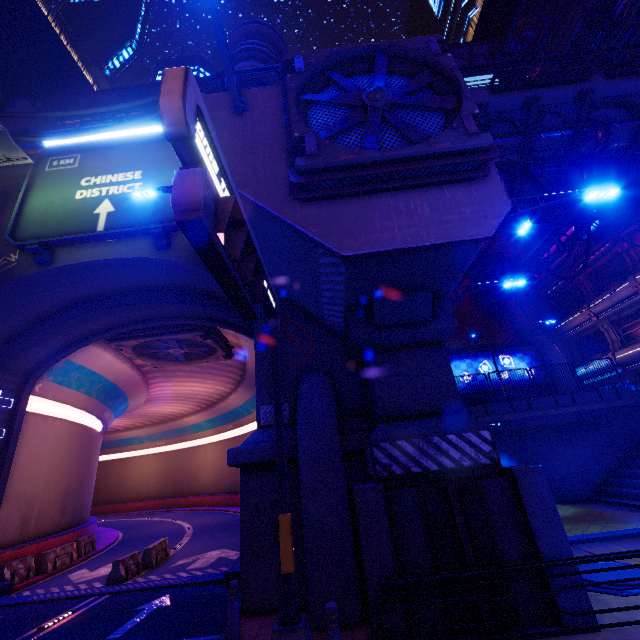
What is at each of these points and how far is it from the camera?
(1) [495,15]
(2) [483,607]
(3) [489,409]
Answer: (1) building, 57.9 meters
(2) pillar, 5.7 meters
(3) fence, 18.2 meters

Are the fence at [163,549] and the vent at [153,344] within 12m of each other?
yes

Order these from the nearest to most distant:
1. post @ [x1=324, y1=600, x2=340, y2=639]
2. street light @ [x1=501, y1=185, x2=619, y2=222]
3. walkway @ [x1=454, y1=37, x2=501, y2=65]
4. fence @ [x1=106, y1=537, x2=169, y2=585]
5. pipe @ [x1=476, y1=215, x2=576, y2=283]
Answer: post @ [x1=324, y1=600, x2=340, y2=639]
street light @ [x1=501, y1=185, x2=619, y2=222]
fence @ [x1=106, y1=537, x2=169, y2=585]
pipe @ [x1=476, y1=215, x2=576, y2=283]
walkway @ [x1=454, y1=37, x2=501, y2=65]

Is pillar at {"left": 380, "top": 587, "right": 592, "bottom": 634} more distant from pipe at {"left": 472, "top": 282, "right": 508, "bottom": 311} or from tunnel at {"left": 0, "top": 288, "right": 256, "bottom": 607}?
pipe at {"left": 472, "top": 282, "right": 508, "bottom": 311}

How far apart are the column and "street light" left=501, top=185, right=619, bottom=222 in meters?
29.4

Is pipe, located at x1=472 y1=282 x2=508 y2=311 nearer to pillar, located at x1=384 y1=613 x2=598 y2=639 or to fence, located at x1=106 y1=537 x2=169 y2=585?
pillar, located at x1=384 y1=613 x2=598 y2=639

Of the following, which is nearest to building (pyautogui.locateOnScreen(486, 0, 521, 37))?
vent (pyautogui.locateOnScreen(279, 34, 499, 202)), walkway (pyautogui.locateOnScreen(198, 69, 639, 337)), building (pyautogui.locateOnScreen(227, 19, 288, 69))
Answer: walkway (pyautogui.locateOnScreen(198, 69, 639, 337))

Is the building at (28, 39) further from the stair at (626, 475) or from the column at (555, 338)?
the column at (555, 338)
